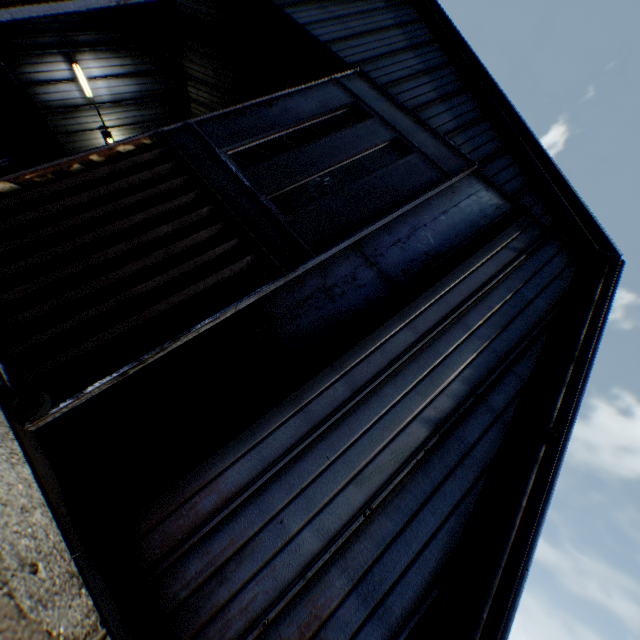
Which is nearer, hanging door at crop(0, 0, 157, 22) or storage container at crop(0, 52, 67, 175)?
hanging door at crop(0, 0, 157, 22)

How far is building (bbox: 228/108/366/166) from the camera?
17.7 meters

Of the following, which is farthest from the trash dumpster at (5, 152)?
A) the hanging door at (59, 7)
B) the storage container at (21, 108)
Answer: the hanging door at (59, 7)

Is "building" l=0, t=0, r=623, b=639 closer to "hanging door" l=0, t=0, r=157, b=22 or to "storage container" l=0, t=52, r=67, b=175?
"hanging door" l=0, t=0, r=157, b=22

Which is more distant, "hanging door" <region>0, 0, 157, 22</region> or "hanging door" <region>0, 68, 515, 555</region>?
"hanging door" <region>0, 0, 157, 22</region>

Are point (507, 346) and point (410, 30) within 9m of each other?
no

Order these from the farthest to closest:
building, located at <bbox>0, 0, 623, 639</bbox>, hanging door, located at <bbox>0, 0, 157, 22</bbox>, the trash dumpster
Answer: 1. the trash dumpster
2. hanging door, located at <bbox>0, 0, 157, 22</bbox>
3. building, located at <bbox>0, 0, 623, 639</bbox>

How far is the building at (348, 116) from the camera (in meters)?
17.70
